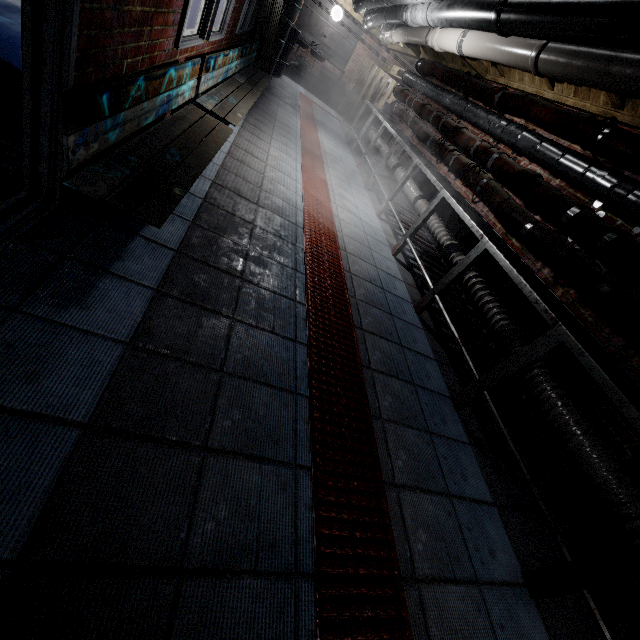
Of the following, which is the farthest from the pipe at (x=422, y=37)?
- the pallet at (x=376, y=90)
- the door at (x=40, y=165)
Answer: the pallet at (x=376, y=90)

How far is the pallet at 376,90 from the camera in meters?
8.6

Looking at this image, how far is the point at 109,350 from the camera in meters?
1.2 m

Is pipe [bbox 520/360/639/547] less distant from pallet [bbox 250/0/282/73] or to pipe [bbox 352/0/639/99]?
→ pipe [bbox 352/0/639/99]

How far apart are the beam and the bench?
1.5m

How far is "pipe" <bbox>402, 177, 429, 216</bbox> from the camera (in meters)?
4.22

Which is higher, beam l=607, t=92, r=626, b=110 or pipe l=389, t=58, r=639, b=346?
beam l=607, t=92, r=626, b=110

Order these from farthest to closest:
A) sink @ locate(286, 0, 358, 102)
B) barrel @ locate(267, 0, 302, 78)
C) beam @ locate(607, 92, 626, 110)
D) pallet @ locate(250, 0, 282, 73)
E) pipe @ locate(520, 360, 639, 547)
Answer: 1. sink @ locate(286, 0, 358, 102)
2. barrel @ locate(267, 0, 302, 78)
3. pallet @ locate(250, 0, 282, 73)
4. beam @ locate(607, 92, 626, 110)
5. pipe @ locate(520, 360, 639, 547)
